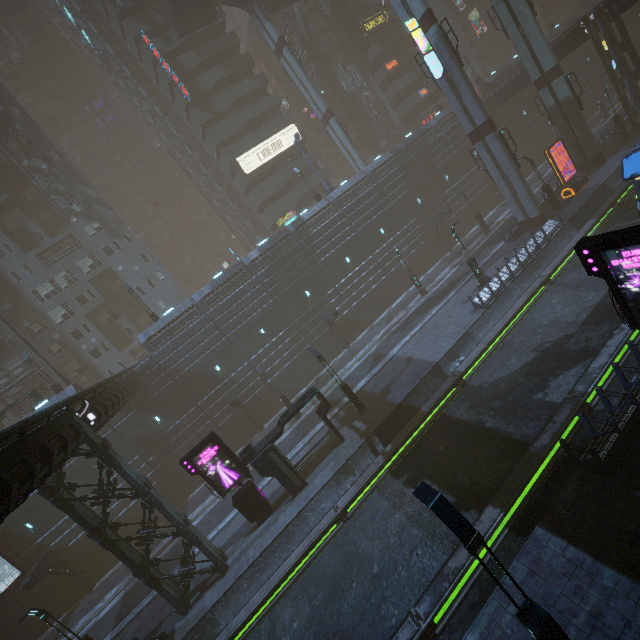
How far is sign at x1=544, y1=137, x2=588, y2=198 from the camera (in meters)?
28.38

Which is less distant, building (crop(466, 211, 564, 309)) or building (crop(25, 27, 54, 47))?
building (crop(466, 211, 564, 309))

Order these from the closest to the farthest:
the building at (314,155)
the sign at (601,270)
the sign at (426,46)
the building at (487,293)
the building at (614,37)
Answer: the sign at (601,270), the building at (487,293), the sign at (426,46), the building at (614,37), the building at (314,155)

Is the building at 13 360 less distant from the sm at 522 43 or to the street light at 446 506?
the sm at 522 43

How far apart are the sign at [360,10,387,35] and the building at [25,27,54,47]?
57.1 meters

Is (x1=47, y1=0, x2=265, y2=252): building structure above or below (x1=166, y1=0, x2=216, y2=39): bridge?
above

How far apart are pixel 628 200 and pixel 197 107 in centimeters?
4659cm

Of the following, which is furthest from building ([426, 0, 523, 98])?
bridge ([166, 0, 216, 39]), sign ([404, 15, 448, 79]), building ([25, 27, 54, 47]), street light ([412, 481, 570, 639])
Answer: street light ([412, 481, 570, 639])
